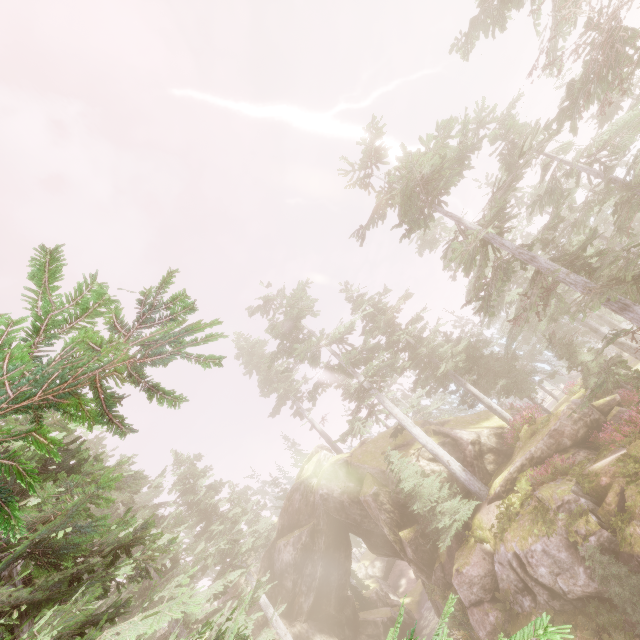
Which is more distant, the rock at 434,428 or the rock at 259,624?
the rock at 259,624

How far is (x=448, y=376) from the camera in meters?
26.7 m

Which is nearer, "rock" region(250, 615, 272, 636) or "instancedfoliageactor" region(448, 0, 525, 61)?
"instancedfoliageactor" region(448, 0, 525, 61)

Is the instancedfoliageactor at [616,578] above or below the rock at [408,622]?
above

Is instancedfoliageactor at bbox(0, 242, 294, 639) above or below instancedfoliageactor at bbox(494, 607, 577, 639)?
above

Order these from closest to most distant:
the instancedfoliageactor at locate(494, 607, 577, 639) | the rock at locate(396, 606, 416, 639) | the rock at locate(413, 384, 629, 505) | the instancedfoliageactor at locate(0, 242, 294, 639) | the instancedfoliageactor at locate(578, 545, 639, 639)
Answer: the instancedfoliageactor at locate(494, 607, 577, 639), the instancedfoliageactor at locate(0, 242, 294, 639), the instancedfoliageactor at locate(578, 545, 639, 639), the rock at locate(413, 384, 629, 505), the rock at locate(396, 606, 416, 639)

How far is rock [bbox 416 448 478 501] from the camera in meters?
22.5

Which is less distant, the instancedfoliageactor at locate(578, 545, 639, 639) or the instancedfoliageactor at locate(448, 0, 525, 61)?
the instancedfoliageactor at locate(578, 545, 639, 639)
